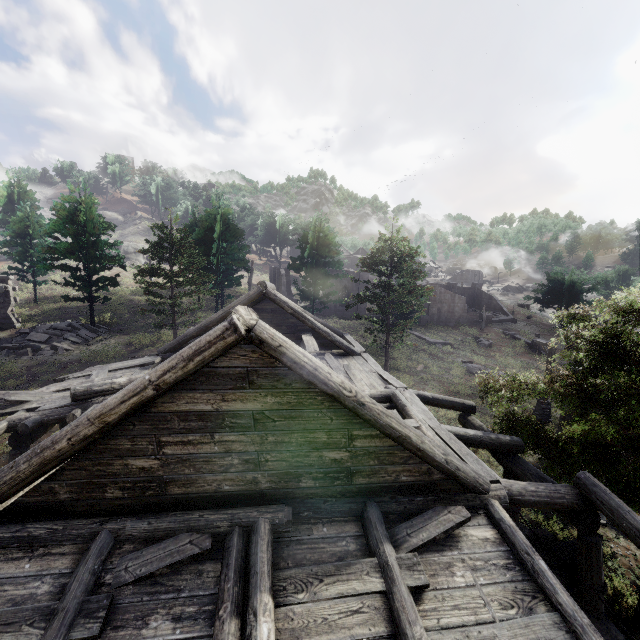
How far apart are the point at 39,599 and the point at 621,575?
15.2 meters

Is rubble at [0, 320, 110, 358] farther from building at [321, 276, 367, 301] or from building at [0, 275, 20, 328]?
building at [321, 276, 367, 301]

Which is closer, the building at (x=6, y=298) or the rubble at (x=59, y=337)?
the rubble at (x=59, y=337)

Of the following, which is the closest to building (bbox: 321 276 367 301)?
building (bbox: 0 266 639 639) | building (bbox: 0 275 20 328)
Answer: building (bbox: 0 266 639 639)

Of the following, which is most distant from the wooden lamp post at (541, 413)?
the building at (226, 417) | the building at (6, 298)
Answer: the building at (6, 298)

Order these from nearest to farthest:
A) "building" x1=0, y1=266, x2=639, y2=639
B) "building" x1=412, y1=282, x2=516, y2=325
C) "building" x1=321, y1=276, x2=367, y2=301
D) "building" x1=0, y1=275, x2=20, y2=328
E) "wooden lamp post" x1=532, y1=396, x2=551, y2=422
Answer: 1. "building" x1=0, y1=266, x2=639, y2=639
2. "wooden lamp post" x1=532, y1=396, x2=551, y2=422
3. "building" x1=0, y1=275, x2=20, y2=328
4. "building" x1=321, y1=276, x2=367, y2=301
5. "building" x1=412, y1=282, x2=516, y2=325

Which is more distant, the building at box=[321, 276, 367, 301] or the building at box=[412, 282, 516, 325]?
the building at box=[412, 282, 516, 325]
